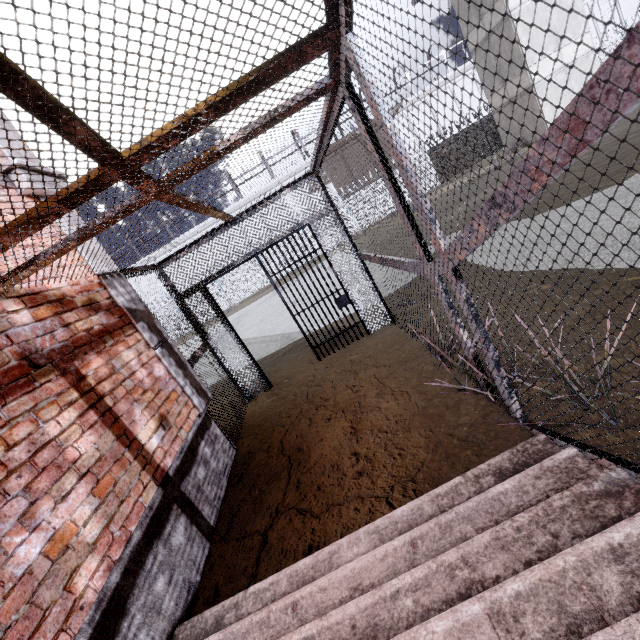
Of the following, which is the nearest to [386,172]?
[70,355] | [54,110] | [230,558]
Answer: [54,110]

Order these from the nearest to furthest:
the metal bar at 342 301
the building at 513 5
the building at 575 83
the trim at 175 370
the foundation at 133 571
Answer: the foundation at 133 571
the trim at 175 370
the metal bar at 342 301
the building at 513 5
the building at 575 83

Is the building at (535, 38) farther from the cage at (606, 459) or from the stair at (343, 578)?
the stair at (343, 578)

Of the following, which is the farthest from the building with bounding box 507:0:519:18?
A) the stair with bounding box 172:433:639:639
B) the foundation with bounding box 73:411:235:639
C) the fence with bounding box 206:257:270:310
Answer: the foundation with bounding box 73:411:235:639

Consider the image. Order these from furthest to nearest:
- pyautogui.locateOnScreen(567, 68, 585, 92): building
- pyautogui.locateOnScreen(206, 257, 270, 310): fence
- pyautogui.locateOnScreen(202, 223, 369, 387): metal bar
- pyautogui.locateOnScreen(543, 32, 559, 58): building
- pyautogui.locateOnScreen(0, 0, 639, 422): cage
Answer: pyautogui.locateOnScreen(206, 257, 270, 310): fence < pyautogui.locateOnScreen(567, 68, 585, 92): building < pyautogui.locateOnScreen(543, 32, 559, 58): building < pyautogui.locateOnScreen(202, 223, 369, 387): metal bar < pyautogui.locateOnScreen(0, 0, 639, 422): cage

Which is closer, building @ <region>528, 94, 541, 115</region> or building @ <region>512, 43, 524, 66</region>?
building @ <region>512, 43, 524, 66</region>

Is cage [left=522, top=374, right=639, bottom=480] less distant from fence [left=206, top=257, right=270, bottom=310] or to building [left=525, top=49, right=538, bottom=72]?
fence [left=206, top=257, right=270, bottom=310]
